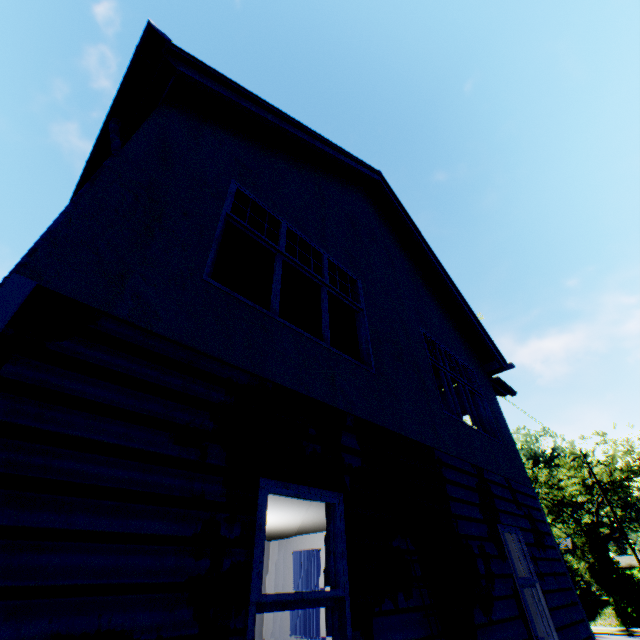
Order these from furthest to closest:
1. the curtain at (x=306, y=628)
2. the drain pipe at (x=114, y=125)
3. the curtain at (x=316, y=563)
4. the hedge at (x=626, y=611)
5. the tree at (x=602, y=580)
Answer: the hedge at (x=626, y=611) → the tree at (x=602, y=580) → the curtain at (x=316, y=563) → the curtain at (x=306, y=628) → the drain pipe at (x=114, y=125)

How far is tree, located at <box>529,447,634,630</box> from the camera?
19.7m

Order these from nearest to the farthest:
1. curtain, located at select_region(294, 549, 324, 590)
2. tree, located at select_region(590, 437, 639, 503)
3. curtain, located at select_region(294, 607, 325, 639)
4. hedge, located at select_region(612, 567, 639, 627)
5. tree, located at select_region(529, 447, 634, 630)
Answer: curtain, located at select_region(294, 607, 325, 639), curtain, located at select_region(294, 549, 324, 590), tree, located at select_region(529, 447, 634, 630), hedge, located at select_region(612, 567, 639, 627), tree, located at select_region(590, 437, 639, 503)

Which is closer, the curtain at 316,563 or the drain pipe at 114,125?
the drain pipe at 114,125

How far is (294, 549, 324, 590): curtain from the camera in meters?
10.4 m

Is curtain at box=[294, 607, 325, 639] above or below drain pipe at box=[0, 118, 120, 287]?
below

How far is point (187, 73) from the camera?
4.01m

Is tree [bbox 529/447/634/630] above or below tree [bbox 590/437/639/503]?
below
